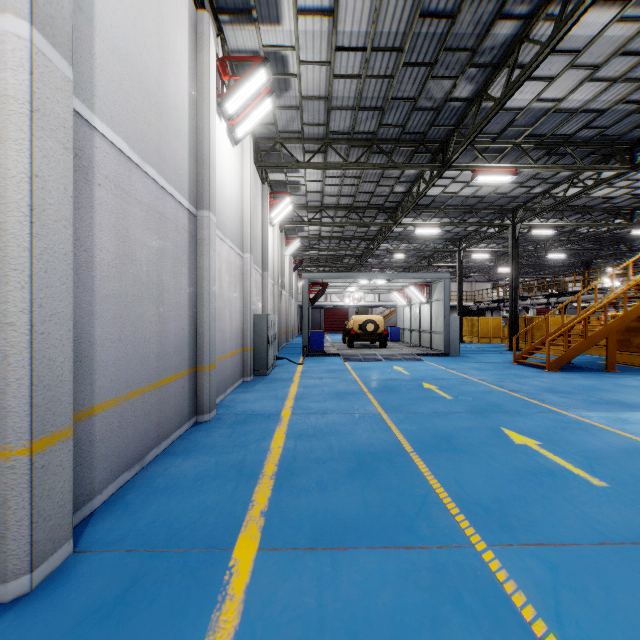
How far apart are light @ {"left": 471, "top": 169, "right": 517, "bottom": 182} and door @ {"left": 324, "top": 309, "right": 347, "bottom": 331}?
37.7m

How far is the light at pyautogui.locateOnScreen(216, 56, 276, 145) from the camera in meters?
7.4 m

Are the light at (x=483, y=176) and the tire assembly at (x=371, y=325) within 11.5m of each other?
yes

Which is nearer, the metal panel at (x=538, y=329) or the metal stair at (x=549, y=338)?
the metal stair at (x=549, y=338)

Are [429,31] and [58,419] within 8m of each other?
no

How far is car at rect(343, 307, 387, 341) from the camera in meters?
19.7

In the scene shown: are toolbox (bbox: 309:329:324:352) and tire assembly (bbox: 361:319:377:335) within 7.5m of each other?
yes

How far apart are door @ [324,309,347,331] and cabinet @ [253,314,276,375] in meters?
36.5
